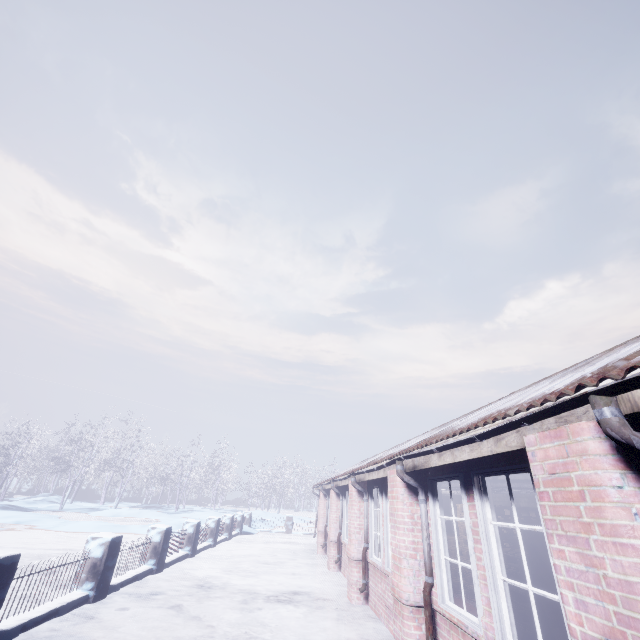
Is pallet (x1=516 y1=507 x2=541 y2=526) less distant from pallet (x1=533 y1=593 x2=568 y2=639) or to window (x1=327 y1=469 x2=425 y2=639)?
pallet (x1=533 y1=593 x2=568 y2=639)

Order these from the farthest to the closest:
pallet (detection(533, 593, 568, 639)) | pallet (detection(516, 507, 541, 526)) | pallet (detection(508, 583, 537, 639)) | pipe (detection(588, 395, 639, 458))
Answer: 1. pallet (detection(516, 507, 541, 526))
2. pallet (detection(508, 583, 537, 639))
3. pallet (detection(533, 593, 568, 639))
4. pipe (detection(588, 395, 639, 458))

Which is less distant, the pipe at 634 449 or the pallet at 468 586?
the pipe at 634 449

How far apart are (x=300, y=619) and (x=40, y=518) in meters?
17.0 m

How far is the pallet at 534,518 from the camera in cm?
597

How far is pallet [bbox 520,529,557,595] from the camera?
4.0m

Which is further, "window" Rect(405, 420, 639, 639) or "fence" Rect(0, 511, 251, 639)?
"fence" Rect(0, 511, 251, 639)

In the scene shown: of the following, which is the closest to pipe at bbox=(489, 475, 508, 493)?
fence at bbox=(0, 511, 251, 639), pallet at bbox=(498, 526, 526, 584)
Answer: pallet at bbox=(498, 526, 526, 584)
